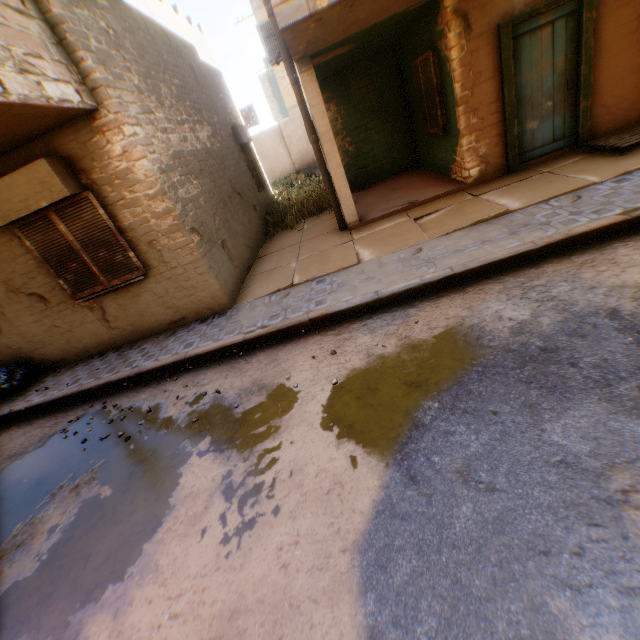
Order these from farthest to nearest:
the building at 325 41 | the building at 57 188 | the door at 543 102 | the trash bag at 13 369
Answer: the trash bag at 13 369 → the door at 543 102 → the building at 325 41 → the building at 57 188

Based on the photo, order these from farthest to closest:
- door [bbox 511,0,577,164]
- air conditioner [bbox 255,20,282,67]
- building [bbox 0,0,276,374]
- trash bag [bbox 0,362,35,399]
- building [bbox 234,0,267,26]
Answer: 1. building [bbox 234,0,267,26]
2. air conditioner [bbox 255,20,282,67]
3. trash bag [bbox 0,362,35,399]
4. door [bbox 511,0,577,164]
5. building [bbox 0,0,276,374]

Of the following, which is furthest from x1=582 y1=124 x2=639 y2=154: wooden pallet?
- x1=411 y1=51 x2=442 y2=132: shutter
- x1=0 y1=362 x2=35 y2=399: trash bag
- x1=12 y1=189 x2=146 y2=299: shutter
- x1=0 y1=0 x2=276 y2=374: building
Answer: x1=0 y1=362 x2=35 y2=399: trash bag

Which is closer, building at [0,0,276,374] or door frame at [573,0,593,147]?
building at [0,0,276,374]

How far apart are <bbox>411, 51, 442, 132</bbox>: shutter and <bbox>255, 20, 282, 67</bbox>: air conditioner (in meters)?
3.25

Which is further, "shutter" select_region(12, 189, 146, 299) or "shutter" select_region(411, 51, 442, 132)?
"shutter" select_region(411, 51, 442, 132)

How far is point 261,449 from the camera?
3.35m

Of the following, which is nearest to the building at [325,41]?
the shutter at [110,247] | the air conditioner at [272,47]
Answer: the shutter at [110,247]
